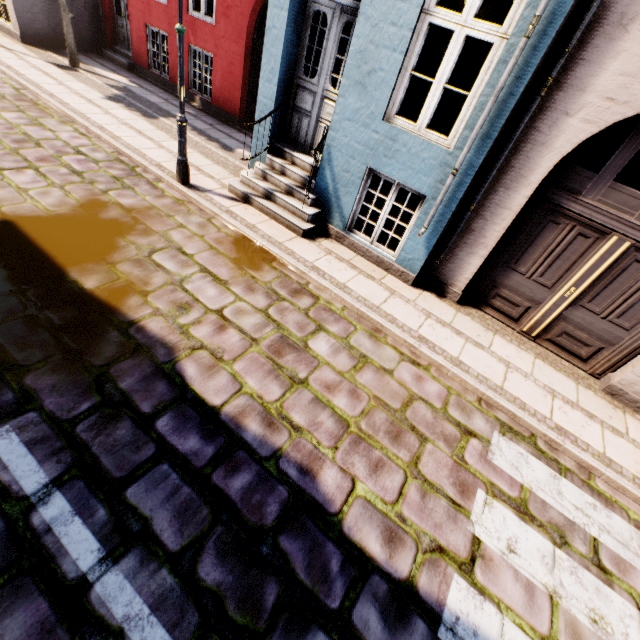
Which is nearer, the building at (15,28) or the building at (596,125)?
the building at (596,125)

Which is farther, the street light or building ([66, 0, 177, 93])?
building ([66, 0, 177, 93])

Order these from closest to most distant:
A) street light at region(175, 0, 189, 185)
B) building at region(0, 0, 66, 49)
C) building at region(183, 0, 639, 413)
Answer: building at region(183, 0, 639, 413) < street light at region(175, 0, 189, 185) < building at region(0, 0, 66, 49)

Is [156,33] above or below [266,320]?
above

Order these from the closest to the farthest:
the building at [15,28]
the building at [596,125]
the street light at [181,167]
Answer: the building at [596,125]
the street light at [181,167]
the building at [15,28]

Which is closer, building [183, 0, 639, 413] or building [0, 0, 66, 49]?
building [183, 0, 639, 413]
